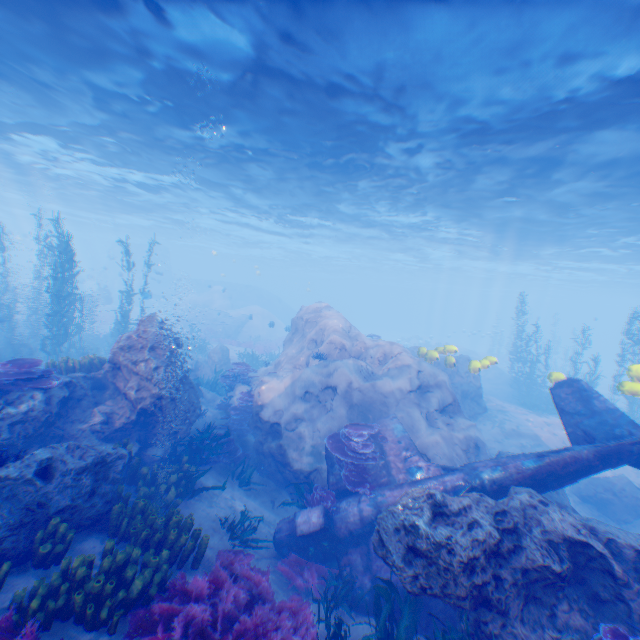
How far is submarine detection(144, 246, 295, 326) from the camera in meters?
47.8

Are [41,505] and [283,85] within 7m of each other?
no

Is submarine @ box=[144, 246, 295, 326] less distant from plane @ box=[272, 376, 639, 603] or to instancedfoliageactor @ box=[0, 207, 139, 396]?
instancedfoliageactor @ box=[0, 207, 139, 396]

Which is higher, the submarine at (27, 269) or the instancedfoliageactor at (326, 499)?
the submarine at (27, 269)

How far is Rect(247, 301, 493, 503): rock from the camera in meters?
10.6 m

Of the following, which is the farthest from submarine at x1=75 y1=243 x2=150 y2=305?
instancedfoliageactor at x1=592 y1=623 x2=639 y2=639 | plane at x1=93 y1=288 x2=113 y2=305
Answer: instancedfoliageactor at x1=592 y1=623 x2=639 y2=639

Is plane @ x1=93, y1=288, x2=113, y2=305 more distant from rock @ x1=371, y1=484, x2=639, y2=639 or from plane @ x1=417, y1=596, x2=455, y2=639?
plane @ x1=417, y1=596, x2=455, y2=639

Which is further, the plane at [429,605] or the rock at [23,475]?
the plane at [429,605]
